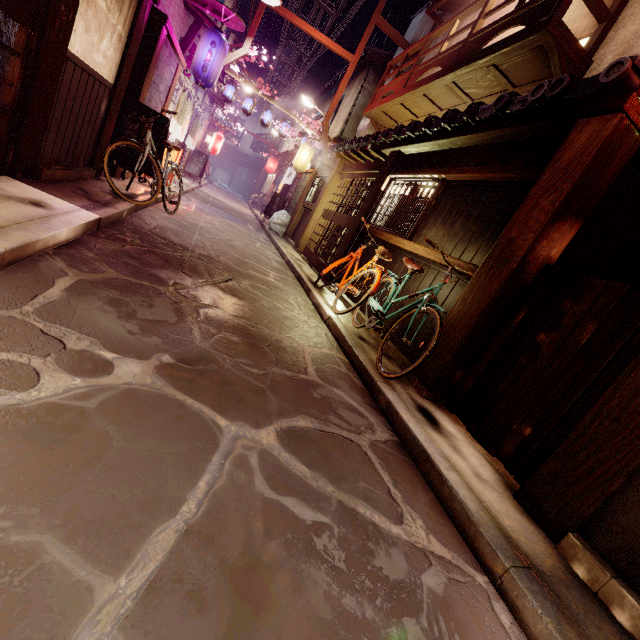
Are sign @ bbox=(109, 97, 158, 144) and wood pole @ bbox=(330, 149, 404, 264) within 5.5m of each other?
no

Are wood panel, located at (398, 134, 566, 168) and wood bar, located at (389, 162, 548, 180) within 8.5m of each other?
yes

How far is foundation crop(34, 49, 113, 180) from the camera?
6.9m

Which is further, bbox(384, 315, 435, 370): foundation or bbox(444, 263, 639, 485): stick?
bbox(384, 315, 435, 370): foundation

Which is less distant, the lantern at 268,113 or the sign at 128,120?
the sign at 128,120

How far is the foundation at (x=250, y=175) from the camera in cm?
5547

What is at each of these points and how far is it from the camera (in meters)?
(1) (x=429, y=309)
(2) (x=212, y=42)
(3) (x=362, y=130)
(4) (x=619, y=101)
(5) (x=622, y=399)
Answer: (1) bicycle, 6.51
(2) lantern, 12.86
(3) vent, 20.84
(4) wood bar, 5.21
(5) wood pole, 3.98

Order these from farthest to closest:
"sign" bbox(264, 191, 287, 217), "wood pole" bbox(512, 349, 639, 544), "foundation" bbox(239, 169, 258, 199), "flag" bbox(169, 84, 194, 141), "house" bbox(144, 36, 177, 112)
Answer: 1. "foundation" bbox(239, 169, 258, 199)
2. "sign" bbox(264, 191, 287, 217)
3. "flag" bbox(169, 84, 194, 141)
4. "house" bbox(144, 36, 177, 112)
5. "wood pole" bbox(512, 349, 639, 544)
